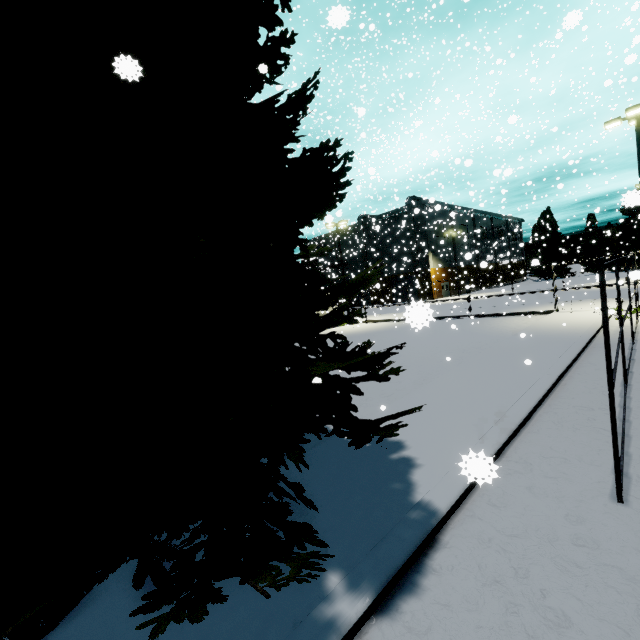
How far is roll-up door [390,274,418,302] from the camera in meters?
40.7

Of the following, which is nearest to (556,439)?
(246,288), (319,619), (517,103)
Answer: (319,619)

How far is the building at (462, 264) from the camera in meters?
30.0 m

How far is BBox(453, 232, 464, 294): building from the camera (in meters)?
30.03

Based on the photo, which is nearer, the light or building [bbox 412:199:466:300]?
the light

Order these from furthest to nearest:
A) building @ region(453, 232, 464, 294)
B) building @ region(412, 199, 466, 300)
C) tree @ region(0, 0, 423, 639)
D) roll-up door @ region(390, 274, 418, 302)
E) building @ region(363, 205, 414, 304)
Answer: building @ region(363, 205, 414, 304), roll-up door @ region(390, 274, 418, 302), building @ region(412, 199, 466, 300), building @ region(453, 232, 464, 294), tree @ region(0, 0, 423, 639)
